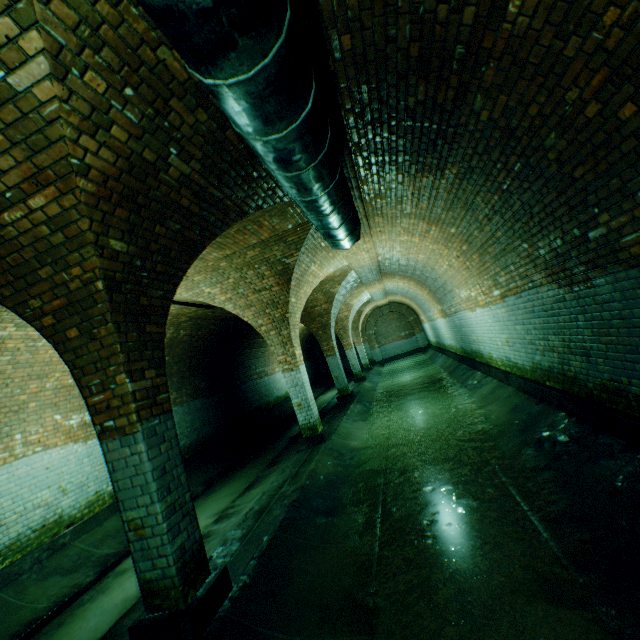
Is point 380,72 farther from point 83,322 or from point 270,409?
point 270,409

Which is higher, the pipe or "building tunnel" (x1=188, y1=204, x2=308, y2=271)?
"building tunnel" (x1=188, y1=204, x2=308, y2=271)

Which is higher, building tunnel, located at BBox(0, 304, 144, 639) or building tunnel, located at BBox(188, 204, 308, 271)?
building tunnel, located at BBox(188, 204, 308, 271)

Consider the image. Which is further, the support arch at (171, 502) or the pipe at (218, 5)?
the support arch at (171, 502)

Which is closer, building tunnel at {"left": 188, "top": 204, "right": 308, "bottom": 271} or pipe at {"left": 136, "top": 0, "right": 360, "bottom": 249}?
pipe at {"left": 136, "top": 0, "right": 360, "bottom": 249}

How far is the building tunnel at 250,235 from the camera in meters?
5.4

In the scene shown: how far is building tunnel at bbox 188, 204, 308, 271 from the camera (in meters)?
5.36

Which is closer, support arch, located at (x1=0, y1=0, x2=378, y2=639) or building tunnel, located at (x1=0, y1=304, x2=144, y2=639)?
support arch, located at (x1=0, y1=0, x2=378, y2=639)
